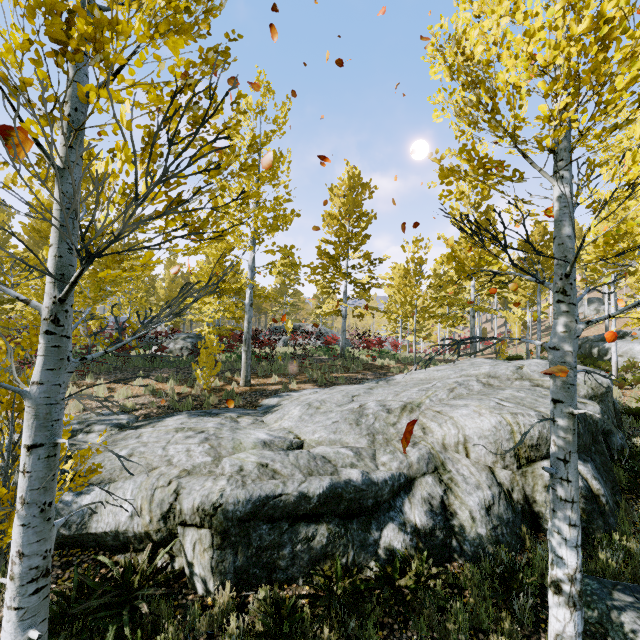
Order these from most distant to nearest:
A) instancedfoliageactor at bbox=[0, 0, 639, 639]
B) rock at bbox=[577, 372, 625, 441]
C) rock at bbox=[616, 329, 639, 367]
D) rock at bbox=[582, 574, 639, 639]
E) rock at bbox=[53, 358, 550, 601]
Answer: rock at bbox=[616, 329, 639, 367]
rock at bbox=[577, 372, 625, 441]
rock at bbox=[53, 358, 550, 601]
rock at bbox=[582, 574, 639, 639]
instancedfoliageactor at bbox=[0, 0, 639, 639]

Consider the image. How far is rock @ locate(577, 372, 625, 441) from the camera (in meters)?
6.97

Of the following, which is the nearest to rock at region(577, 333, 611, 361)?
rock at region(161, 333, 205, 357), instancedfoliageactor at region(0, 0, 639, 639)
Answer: instancedfoliageactor at region(0, 0, 639, 639)

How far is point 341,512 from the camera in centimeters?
543cm

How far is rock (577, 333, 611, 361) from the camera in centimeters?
1891cm

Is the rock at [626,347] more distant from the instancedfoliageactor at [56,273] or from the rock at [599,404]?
the rock at [599,404]
